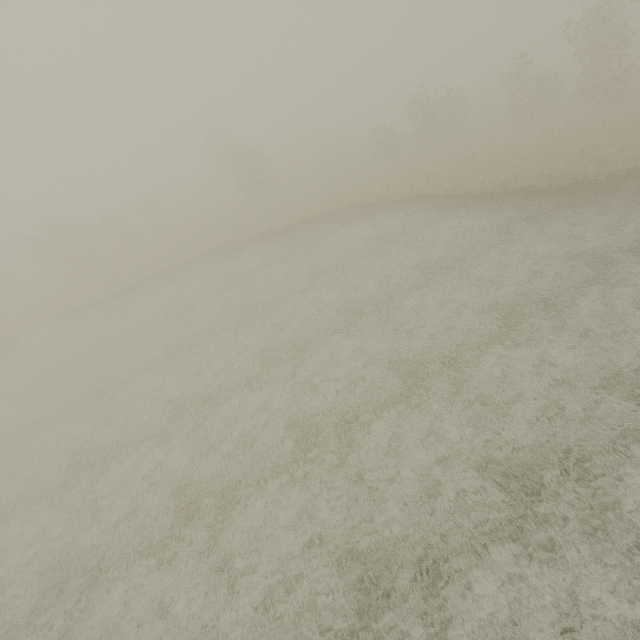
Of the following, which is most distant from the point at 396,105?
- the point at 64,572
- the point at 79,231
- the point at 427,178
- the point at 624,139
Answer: the point at 64,572
